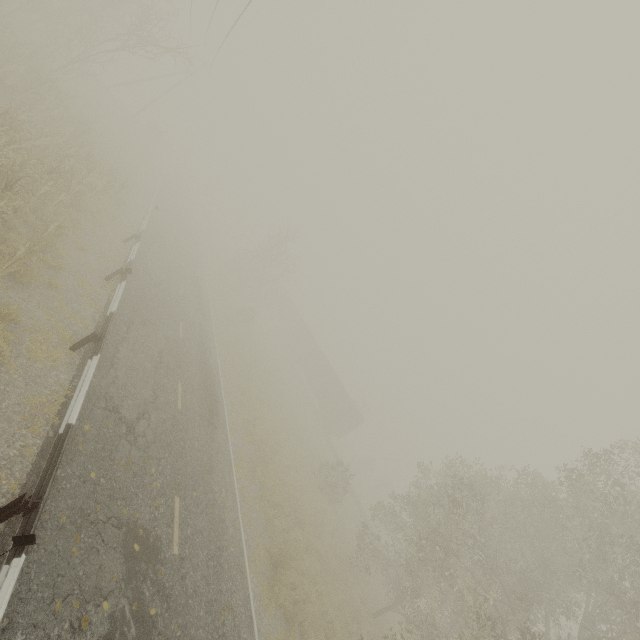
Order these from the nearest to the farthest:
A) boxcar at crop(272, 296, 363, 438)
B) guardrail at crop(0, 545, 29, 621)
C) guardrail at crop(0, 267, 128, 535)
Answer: guardrail at crop(0, 545, 29, 621) → guardrail at crop(0, 267, 128, 535) → boxcar at crop(272, 296, 363, 438)

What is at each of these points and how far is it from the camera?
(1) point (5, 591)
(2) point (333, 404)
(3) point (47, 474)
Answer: (1) guardrail, 4.27m
(2) boxcar, 39.62m
(3) guardrail, 5.68m

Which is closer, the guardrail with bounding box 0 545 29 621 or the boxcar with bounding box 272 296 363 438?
the guardrail with bounding box 0 545 29 621

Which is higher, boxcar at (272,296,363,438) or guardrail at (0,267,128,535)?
boxcar at (272,296,363,438)

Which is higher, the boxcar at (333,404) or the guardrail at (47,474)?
the boxcar at (333,404)

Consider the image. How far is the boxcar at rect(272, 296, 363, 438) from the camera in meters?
38.5 m

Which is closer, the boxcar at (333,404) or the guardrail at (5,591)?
the guardrail at (5,591)
